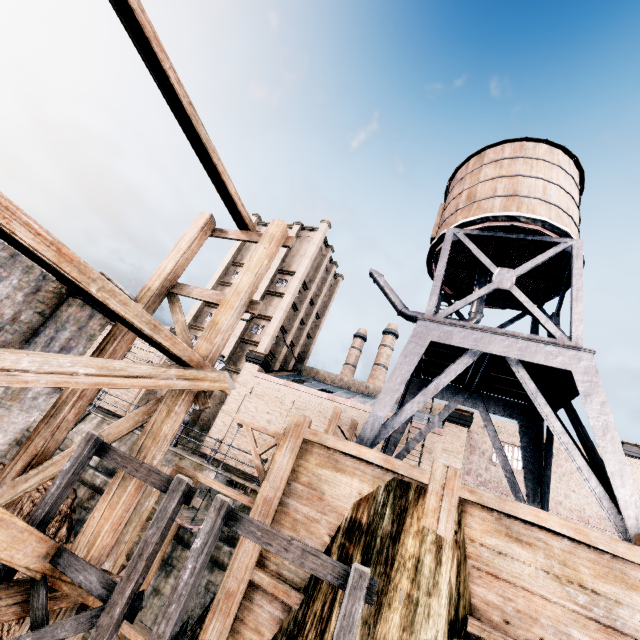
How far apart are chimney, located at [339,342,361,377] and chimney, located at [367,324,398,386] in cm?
253

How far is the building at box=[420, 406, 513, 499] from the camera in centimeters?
2391cm

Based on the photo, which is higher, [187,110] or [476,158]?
[476,158]

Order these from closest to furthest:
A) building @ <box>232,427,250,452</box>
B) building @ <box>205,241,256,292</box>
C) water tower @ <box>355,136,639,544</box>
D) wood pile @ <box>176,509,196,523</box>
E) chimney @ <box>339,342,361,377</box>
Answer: wood pile @ <box>176,509,196,523</box>, water tower @ <box>355,136,639,544</box>, building @ <box>232,427,250,452</box>, building @ <box>205,241,256,292</box>, chimney @ <box>339,342,361,377</box>

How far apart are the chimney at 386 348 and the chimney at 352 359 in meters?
2.5 m

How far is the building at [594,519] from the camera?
27.5 meters

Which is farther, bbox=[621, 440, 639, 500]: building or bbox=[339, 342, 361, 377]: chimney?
bbox=[339, 342, 361, 377]: chimney
